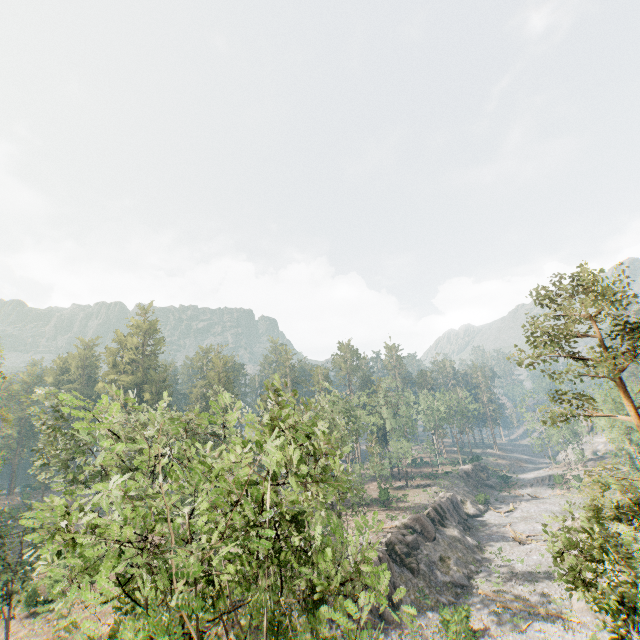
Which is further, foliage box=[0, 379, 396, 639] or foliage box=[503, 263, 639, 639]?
foliage box=[503, 263, 639, 639]

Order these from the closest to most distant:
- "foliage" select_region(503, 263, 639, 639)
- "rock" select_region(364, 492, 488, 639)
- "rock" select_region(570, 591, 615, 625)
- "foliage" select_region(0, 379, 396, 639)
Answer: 1. "foliage" select_region(0, 379, 396, 639)
2. "foliage" select_region(503, 263, 639, 639)
3. "rock" select_region(570, 591, 615, 625)
4. "rock" select_region(364, 492, 488, 639)

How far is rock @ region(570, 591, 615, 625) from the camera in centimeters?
2722cm

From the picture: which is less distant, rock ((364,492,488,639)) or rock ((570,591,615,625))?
rock ((570,591,615,625))

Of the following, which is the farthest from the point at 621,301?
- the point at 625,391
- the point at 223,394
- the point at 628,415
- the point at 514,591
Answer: the point at 628,415

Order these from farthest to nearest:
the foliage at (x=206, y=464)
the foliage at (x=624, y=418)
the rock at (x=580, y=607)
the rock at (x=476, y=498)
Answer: the rock at (x=476, y=498), the rock at (x=580, y=607), the foliage at (x=624, y=418), the foliage at (x=206, y=464)

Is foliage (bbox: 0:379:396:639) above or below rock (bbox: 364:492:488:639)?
above

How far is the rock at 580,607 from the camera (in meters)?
27.22
